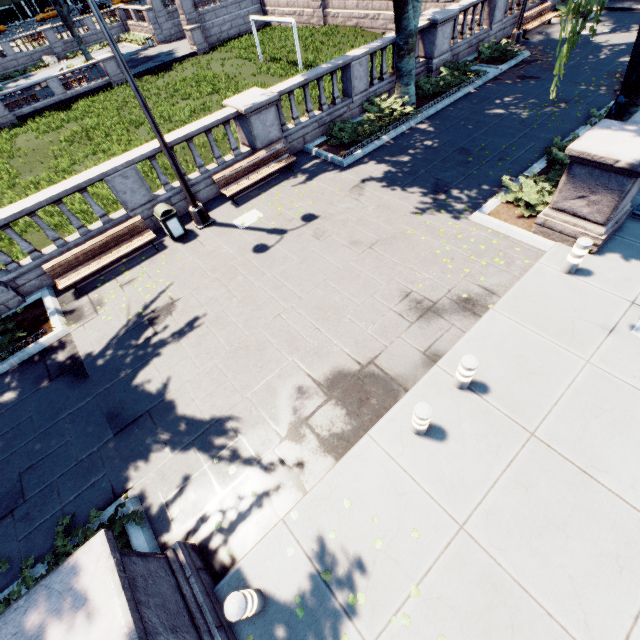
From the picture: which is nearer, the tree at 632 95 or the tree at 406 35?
the tree at 632 95

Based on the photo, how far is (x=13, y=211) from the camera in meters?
8.5

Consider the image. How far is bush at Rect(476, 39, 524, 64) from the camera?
15.1 meters

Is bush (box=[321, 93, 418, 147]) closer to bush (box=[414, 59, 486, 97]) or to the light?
bush (box=[414, 59, 486, 97])

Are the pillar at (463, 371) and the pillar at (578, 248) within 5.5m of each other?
yes

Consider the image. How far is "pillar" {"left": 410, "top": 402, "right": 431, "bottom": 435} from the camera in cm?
488

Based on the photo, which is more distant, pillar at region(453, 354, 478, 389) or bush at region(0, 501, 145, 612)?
pillar at region(453, 354, 478, 389)

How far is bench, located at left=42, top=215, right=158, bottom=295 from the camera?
9.1m
